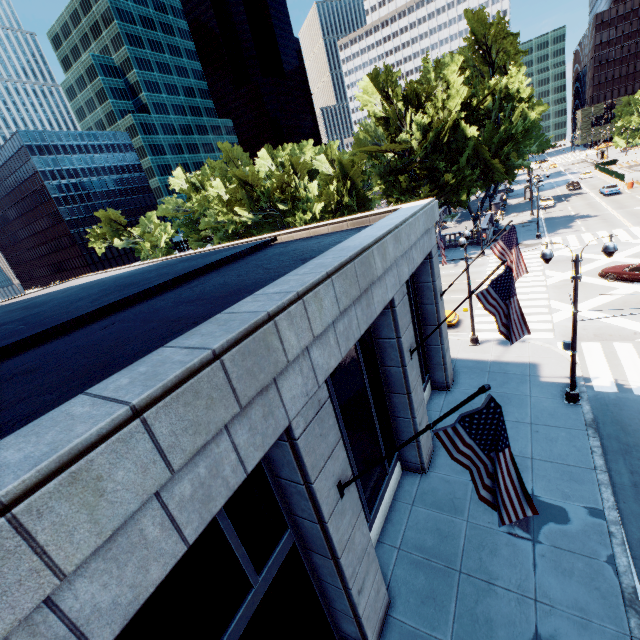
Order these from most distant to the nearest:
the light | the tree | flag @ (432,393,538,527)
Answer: the tree
the light
flag @ (432,393,538,527)

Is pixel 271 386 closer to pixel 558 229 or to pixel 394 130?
pixel 394 130

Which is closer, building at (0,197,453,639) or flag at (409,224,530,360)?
building at (0,197,453,639)

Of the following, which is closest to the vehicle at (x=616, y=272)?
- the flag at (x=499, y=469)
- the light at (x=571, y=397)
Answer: the light at (x=571, y=397)

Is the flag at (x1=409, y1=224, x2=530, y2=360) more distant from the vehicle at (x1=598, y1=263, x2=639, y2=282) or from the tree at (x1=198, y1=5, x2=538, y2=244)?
the tree at (x1=198, y1=5, x2=538, y2=244)

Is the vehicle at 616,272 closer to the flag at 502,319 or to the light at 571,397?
the light at 571,397

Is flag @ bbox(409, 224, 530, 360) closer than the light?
Yes

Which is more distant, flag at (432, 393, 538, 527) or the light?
the light
